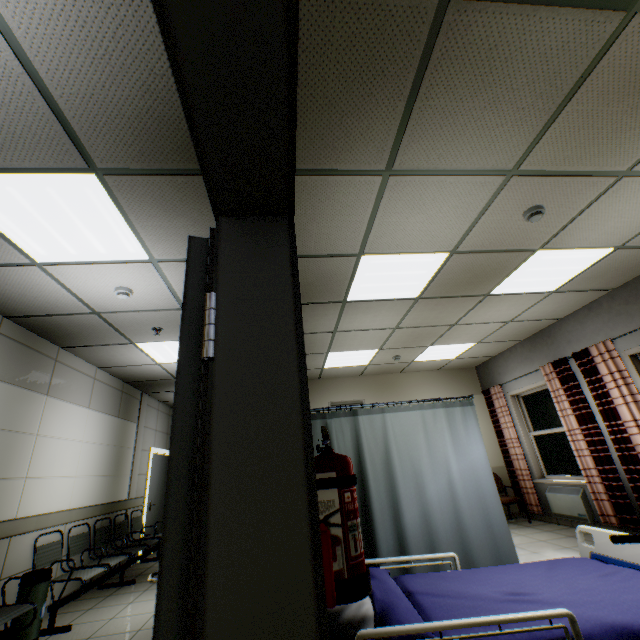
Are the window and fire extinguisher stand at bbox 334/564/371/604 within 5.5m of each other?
no

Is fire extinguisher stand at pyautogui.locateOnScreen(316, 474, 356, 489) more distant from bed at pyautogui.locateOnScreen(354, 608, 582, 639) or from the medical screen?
the medical screen

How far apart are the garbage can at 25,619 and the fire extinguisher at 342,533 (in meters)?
4.38

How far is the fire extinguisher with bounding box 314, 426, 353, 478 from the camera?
1.09m

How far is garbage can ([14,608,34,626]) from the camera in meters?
3.3

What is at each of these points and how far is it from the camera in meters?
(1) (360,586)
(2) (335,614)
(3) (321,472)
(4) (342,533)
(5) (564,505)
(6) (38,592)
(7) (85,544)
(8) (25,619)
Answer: (1) fire extinguisher stand, 1.0
(2) blanket, 1.5
(3) fire extinguisher, 1.1
(4) fire extinguisher, 1.0
(5) radiator, 5.6
(6) garbage can, 3.4
(7) chair, 4.8
(8) garbage can, 3.3

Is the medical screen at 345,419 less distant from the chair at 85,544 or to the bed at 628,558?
the bed at 628,558

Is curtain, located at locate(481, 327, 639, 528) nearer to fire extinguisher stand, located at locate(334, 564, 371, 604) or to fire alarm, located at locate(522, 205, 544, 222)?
fire alarm, located at locate(522, 205, 544, 222)
